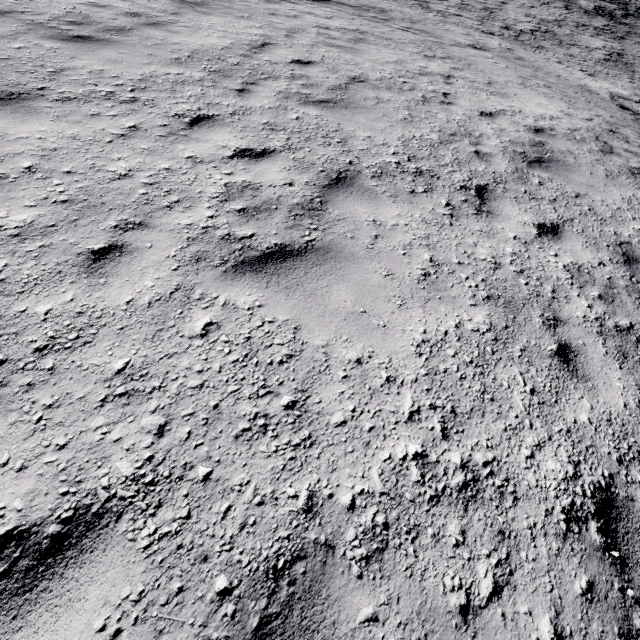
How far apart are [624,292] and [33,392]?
5.7m
